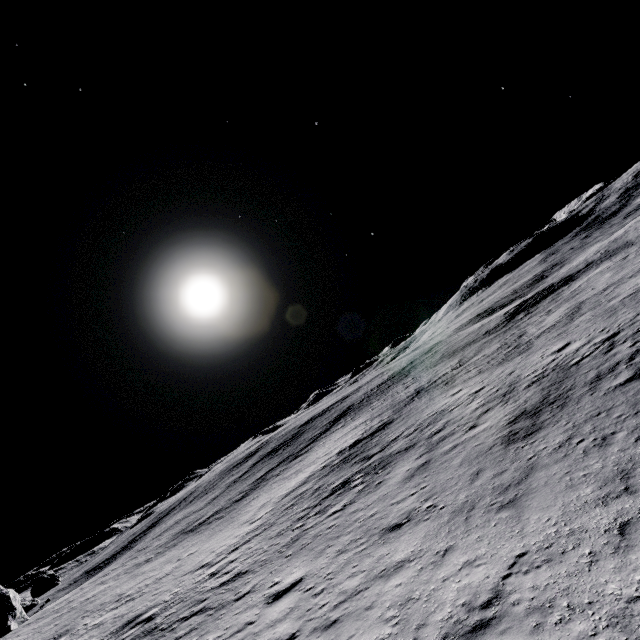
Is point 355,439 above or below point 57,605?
below
